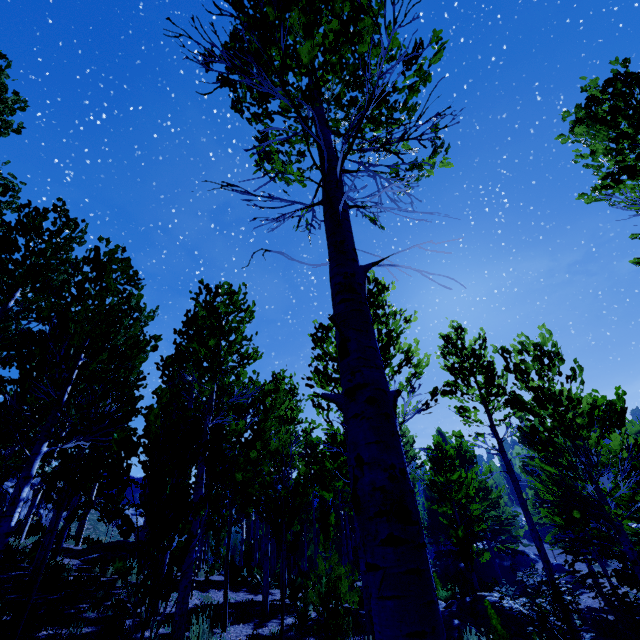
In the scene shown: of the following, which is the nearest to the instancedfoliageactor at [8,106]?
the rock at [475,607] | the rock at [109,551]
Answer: the rock at [475,607]

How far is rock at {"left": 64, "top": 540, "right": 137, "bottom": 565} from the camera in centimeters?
1313cm

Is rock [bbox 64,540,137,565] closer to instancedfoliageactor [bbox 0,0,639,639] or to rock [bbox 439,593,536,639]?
instancedfoliageactor [bbox 0,0,639,639]

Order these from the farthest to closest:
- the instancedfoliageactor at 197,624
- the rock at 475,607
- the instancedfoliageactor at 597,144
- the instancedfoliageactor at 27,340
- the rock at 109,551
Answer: the rock at 109,551, the rock at 475,607, the instancedfoliageactor at 197,624, the instancedfoliageactor at 597,144, the instancedfoliageactor at 27,340

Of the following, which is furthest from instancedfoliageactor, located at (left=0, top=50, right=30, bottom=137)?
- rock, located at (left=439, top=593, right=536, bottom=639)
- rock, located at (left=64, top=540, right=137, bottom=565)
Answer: rock, located at (left=64, top=540, right=137, bottom=565)

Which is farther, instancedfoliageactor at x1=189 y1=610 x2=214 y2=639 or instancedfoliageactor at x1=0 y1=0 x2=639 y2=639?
instancedfoliageactor at x1=189 y1=610 x2=214 y2=639

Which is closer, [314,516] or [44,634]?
[44,634]

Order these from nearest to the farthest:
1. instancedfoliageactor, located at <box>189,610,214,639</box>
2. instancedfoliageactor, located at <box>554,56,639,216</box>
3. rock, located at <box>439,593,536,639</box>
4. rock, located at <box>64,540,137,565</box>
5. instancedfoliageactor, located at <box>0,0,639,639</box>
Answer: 1. instancedfoliageactor, located at <box>0,0,639,639</box>
2. instancedfoliageactor, located at <box>554,56,639,216</box>
3. instancedfoliageactor, located at <box>189,610,214,639</box>
4. rock, located at <box>439,593,536,639</box>
5. rock, located at <box>64,540,137,565</box>
